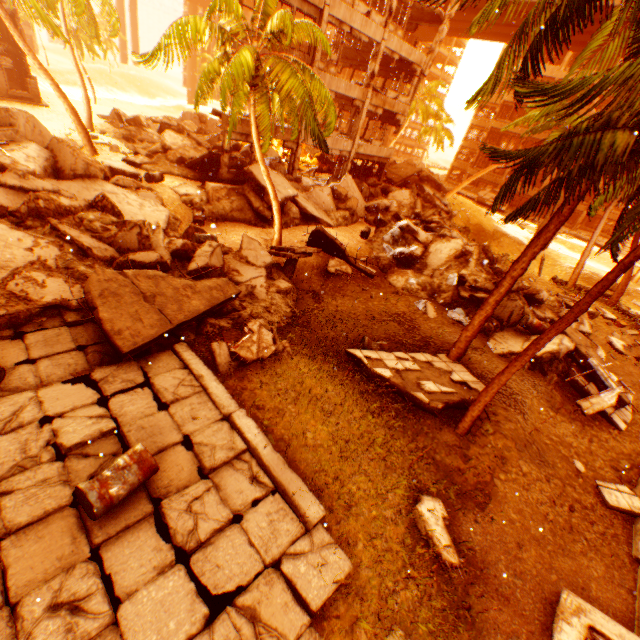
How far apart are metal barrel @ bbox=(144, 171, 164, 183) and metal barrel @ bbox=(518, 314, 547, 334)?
17.9m

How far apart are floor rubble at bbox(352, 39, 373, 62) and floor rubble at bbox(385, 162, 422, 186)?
7.0m

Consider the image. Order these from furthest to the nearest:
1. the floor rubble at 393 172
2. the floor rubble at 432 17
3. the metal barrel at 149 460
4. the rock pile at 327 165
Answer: the floor rubble at 393 172
the rock pile at 327 165
the floor rubble at 432 17
the metal barrel at 149 460

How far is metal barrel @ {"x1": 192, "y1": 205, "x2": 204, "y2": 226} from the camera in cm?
1527

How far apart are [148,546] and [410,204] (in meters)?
23.42

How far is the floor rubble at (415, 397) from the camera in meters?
8.5 m

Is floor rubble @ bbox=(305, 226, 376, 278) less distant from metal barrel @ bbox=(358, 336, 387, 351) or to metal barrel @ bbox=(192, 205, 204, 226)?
metal barrel @ bbox=(358, 336, 387, 351)

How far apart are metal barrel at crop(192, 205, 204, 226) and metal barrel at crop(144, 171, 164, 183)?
2.3 meters
